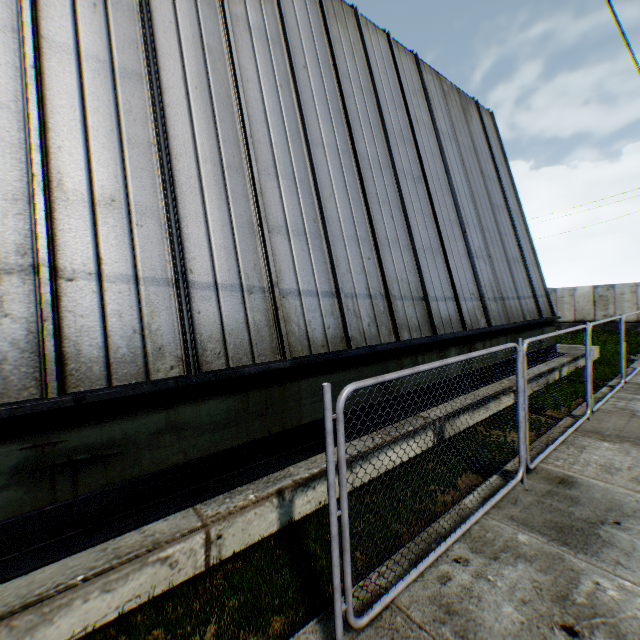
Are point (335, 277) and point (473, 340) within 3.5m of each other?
no

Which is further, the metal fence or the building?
the building

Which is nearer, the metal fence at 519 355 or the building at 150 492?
the metal fence at 519 355
